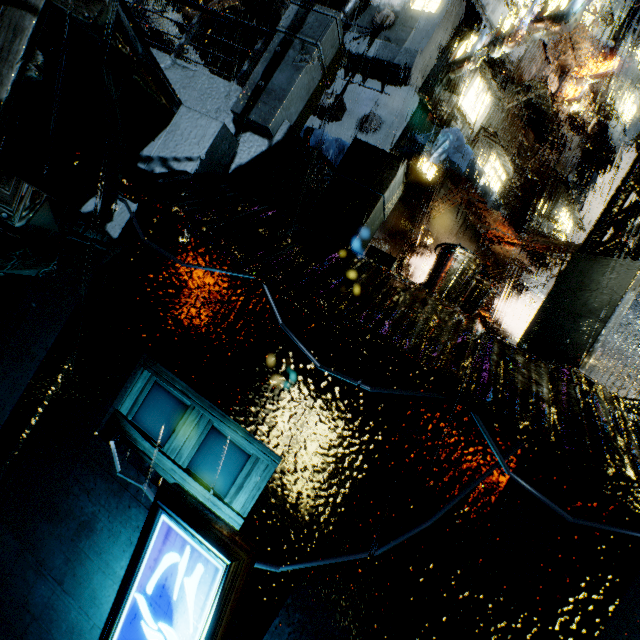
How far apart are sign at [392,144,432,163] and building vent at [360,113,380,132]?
1.4 meters

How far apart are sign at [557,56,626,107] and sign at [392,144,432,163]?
11.8m

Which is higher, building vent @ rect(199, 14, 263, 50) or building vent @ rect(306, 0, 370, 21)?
building vent @ rect(306, 0, 370, 21)

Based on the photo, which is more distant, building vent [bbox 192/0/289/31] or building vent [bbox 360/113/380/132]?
building vent [bbox 360/113/380/132]

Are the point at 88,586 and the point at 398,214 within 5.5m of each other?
no

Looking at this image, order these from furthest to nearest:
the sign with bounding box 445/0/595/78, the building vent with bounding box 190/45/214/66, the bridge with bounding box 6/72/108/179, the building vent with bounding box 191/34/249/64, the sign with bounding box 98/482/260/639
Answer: the building vent with bounding box 190/45/214/66 → the building vent with bounding box 191/34/249/64 → the sign with bounding box 445/0/595/78 → the bridge with bounding box 6/72/108/179 → the sign with bounding box 98/482/260/639

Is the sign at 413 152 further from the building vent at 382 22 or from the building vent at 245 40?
the building vent at 382 22

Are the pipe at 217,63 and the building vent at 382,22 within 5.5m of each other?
no
